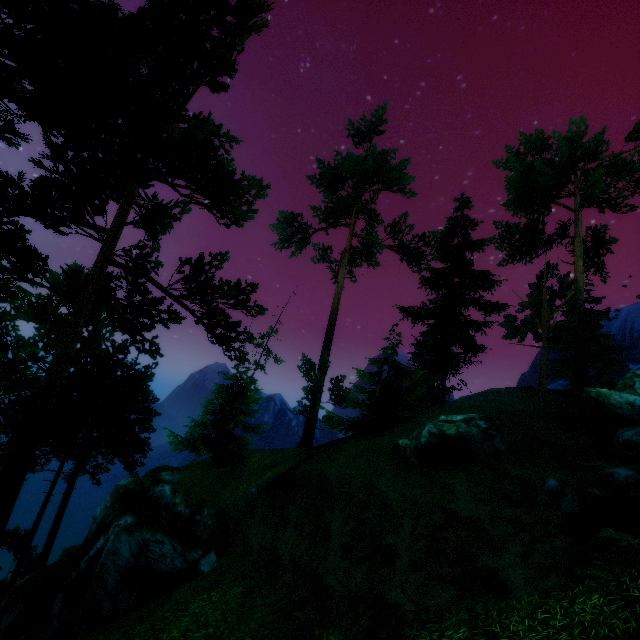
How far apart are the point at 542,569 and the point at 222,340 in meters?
11.4 m

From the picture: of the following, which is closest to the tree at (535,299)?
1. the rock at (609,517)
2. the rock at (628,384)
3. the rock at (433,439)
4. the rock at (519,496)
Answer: the rock at (628,384)

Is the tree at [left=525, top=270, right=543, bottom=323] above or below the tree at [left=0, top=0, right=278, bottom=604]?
above

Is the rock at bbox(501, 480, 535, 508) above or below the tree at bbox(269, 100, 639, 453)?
below

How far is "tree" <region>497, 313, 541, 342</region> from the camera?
35.50m

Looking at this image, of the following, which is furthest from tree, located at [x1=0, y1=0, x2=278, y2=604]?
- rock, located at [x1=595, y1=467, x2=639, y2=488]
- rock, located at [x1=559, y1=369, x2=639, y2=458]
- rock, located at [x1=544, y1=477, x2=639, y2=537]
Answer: rock, located at [x1=595, y1=467, x2=639, y2=488]

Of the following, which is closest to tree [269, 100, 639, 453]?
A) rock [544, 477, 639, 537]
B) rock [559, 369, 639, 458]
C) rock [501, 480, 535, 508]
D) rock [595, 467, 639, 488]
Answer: rock [559, 369, 639, 458]

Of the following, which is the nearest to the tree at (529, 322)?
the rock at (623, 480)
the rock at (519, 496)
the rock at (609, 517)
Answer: the rock at (609, 517)
